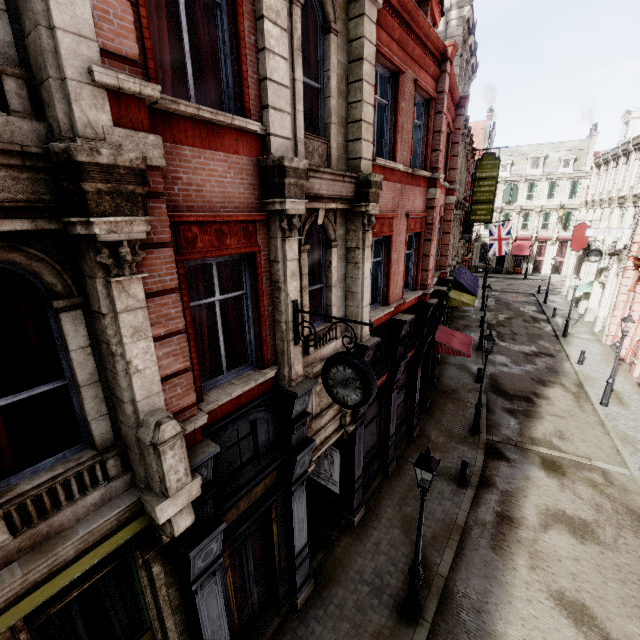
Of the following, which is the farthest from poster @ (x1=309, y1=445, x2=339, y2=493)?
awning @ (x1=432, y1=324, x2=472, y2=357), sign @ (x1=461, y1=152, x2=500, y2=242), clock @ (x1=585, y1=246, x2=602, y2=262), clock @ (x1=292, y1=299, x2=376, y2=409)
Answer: clock @ (x1=585, y1=246, x2=602, y2=262)

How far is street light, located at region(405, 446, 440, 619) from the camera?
6.4m

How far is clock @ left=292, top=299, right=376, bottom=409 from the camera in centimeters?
522cm

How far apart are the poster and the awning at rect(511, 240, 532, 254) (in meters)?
48.11

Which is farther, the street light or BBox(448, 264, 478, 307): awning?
BBox(448, 264, 478, 307): awning

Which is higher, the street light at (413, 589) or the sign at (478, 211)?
the sign at (478, 211)

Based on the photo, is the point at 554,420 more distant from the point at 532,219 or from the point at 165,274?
the point at 532,219

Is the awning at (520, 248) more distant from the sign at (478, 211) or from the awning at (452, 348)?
the awning at (452, 348)
